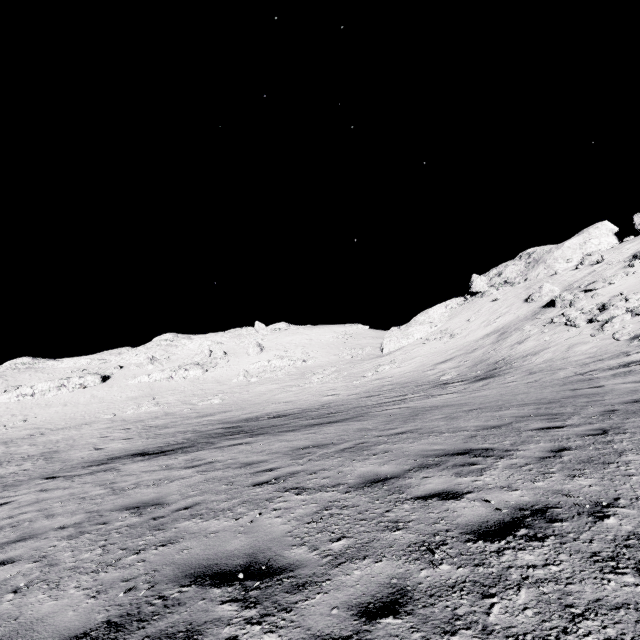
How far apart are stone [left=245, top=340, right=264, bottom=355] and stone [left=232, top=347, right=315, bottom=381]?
3.5 meters

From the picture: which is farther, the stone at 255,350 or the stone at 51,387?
the stone at 255,350

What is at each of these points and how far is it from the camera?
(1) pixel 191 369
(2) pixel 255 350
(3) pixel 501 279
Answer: (1) stone, 50.6m
(2) stone, 55.9m
(3) stone, 48.2m

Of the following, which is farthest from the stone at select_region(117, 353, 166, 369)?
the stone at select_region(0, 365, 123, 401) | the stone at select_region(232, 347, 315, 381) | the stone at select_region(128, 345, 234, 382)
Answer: the stone at select_region(232, 347, 315, 381)

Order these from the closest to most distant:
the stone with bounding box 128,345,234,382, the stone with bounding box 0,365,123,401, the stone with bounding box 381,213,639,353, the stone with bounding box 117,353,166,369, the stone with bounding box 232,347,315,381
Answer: the stone with bounding box 381,213,639,353
the stone with bounding box 0,365,123,401
the stone with bounding box 232,347,315,381
the stone with bounding box 128,345,234,382
the stone with bounding box 117,353,166,369

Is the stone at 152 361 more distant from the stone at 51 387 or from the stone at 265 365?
the stone at 265 365

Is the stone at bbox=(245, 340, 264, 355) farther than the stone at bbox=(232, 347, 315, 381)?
Yes

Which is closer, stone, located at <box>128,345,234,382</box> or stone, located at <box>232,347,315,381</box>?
A: stone, located at <box>232,347,315,381</box>
